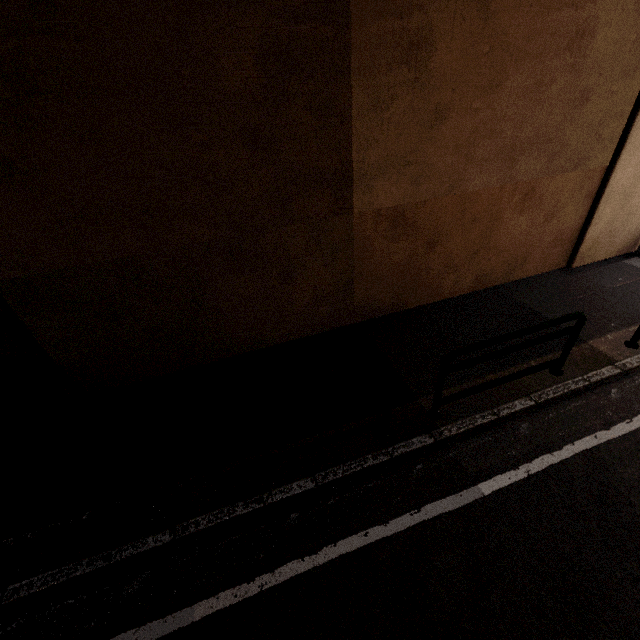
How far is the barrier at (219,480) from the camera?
3.0 meters

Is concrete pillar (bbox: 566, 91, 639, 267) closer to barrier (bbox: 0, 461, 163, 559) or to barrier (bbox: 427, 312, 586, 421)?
barrier (bbox: 0, 461, 163, 559)

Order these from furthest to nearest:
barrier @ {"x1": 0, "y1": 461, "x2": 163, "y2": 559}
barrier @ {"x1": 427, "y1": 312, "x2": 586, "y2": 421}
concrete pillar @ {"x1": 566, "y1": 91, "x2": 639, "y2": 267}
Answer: concrete pillar @ {"x1": 566, "y1": 91, "x2": 639, "y2": 267}, barrier @ {"x1": 427, "y1": 312, "x2": 586, "y2": 421}, barrier @ {"x1": 0, "y1": 461, "x2": 163, "y2": 559}

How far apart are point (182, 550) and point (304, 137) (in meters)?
4.73

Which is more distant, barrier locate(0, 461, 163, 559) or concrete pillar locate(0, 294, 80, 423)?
concrete pillar locate(0, 294, 80, 423)

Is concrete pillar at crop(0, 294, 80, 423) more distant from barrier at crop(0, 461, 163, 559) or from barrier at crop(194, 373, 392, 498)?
barrier at crop(194, 373, 392, 498)

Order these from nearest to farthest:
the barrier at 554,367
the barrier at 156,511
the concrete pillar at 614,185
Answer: the barrier at 156,511, the barrier at 554,367, the concrete pillar at 614,185

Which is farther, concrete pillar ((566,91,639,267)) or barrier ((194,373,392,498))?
concrete pillar ((566,91,639,267))
